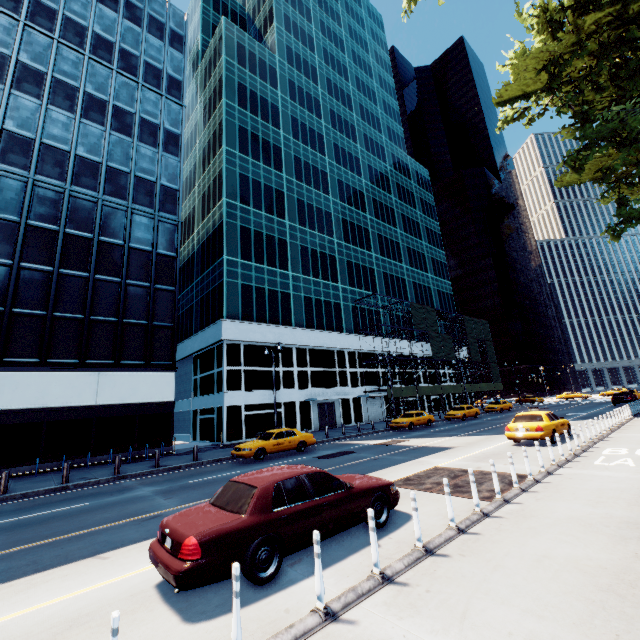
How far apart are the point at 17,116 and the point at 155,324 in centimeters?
1720cm

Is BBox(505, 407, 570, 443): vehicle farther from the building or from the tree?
the building

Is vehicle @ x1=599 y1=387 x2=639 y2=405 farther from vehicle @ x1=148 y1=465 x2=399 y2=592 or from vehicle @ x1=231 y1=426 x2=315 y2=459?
vehicle @ x1=148 y1=465 x2=399 y2=592

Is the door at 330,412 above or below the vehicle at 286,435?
above

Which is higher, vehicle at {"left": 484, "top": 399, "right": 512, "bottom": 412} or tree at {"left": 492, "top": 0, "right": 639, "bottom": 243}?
tree at {"left": 492, "top": 0, "right": 639, "bottom": 243}

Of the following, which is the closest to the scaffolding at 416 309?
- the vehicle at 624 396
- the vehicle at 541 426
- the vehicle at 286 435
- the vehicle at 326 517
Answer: the vehicle at 624 396

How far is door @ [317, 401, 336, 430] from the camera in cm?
3472

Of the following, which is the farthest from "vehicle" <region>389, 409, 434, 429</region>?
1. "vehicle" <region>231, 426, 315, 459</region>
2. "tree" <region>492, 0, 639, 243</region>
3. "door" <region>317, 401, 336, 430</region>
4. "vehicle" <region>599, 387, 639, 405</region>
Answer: "vehicle" <region>599, 387, 639, 405</region>
